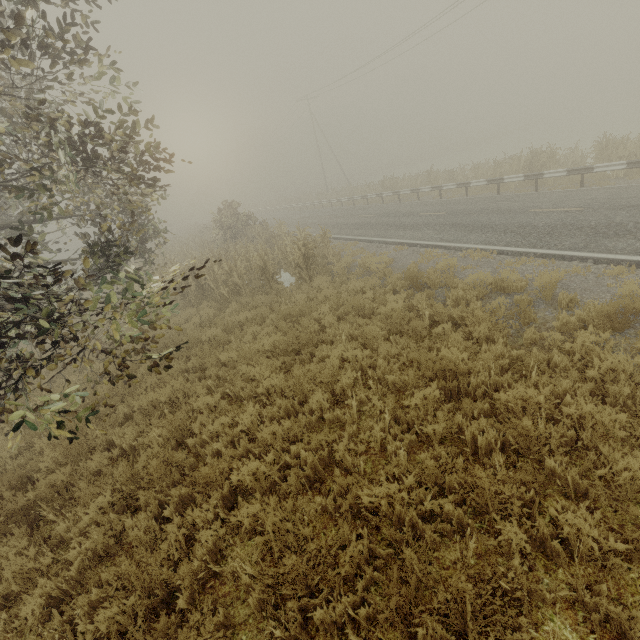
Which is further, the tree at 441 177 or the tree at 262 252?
the tree at 441 177

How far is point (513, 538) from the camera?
3.0 meters

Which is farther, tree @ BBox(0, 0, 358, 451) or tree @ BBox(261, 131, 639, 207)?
tree @ BBox(261, 131, 639, 207)
